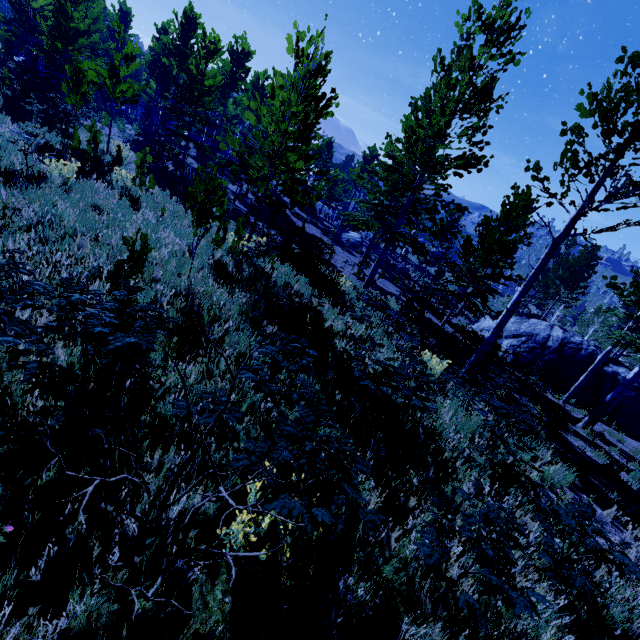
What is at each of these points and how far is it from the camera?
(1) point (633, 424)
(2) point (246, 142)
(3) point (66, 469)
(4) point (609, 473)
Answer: (1) rock, 16.94m
(2) instancedfoliageactor, 20.50m
(3) instancedfoliageactor, 2.34m
(4) instancedfoliageactor, 7.94m

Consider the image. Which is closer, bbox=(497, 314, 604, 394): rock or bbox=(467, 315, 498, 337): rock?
bbox=(497, 314, 604, 394): rock

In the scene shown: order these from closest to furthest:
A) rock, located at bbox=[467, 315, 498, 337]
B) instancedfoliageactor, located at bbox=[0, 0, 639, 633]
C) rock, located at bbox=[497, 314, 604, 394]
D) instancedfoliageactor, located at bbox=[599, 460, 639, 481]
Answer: instancedfoliageactor, located at bbox=[0, 0, 639, 633]
instancedfoliageactor, located at bbox=[599, 460, 639, 481]
rock, located at bbox=[497, 314, 604, 394]
rock, located at bbox=[467, 315, 498, 337]

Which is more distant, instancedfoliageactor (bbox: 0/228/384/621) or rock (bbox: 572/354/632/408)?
rock (bbox: 572/354/632/408)

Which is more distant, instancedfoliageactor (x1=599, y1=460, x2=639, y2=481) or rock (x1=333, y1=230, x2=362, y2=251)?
rock (x1=333, y1=230, x2=362, y2=251)

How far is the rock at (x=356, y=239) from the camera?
30.0 meters

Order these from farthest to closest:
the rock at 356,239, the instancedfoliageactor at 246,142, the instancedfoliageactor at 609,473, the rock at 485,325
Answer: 1. the rock at 356,239
2. the rock at 485,325
3. the instancedfoliageactor at 609,473
4. the instancedfoliageactor at 246,142

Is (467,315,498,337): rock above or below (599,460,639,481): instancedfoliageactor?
below
